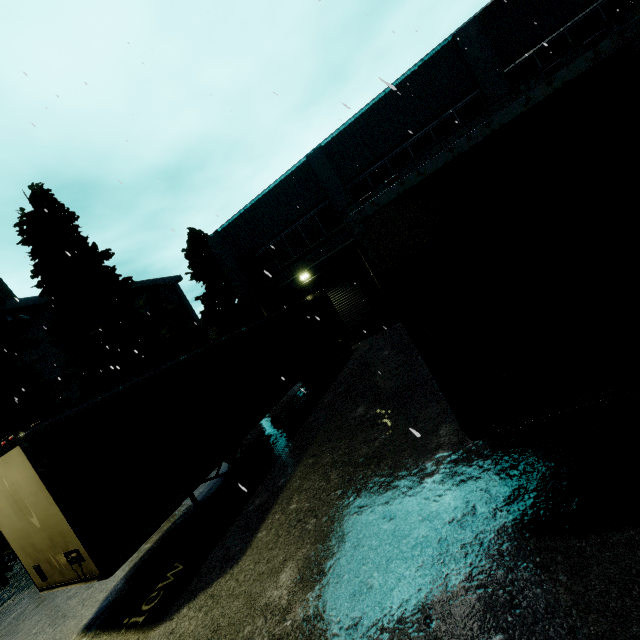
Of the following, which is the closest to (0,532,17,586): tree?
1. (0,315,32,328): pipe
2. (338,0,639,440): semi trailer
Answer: (0,315,32,328): pipe

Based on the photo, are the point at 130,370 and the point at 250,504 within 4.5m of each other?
no

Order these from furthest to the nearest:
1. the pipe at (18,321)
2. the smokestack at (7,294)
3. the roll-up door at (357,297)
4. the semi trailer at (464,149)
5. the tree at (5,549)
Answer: the smokestack at (7,294), the pipe at (18,321), the roll-up door at (357,297), the tree at (5,549), the semi trailer at (464,149)

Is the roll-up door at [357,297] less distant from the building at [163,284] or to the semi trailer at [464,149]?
the building at [163,284]

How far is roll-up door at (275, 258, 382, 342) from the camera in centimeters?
1817cm

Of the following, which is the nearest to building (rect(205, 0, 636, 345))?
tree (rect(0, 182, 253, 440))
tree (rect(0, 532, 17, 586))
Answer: tree (rect(0, 532, 17, 586))

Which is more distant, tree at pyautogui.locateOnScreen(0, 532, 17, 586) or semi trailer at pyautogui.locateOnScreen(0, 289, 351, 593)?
tree at pyautogui.locateOnScreen(0, 532, 17, 586)

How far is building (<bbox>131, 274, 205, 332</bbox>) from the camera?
38.34m
